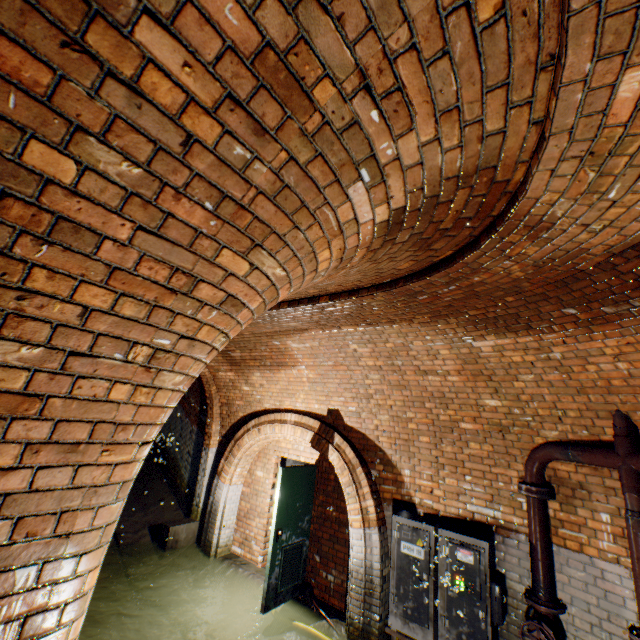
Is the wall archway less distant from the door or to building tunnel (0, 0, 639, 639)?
building tunnel (0, 0, 639, 639)

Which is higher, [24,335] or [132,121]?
[132,121]

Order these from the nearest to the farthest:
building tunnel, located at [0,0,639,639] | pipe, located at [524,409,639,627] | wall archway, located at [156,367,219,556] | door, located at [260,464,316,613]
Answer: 1. building tunnel, located at [0,0,639,639]
2. pipe, located at [524,409,639,627]
3. door, located at [260,464,316,613]
4. wall archway, located at [156,367,219,556]

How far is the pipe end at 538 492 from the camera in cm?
377

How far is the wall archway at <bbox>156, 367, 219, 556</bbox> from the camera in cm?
684

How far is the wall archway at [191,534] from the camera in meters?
6.8 m

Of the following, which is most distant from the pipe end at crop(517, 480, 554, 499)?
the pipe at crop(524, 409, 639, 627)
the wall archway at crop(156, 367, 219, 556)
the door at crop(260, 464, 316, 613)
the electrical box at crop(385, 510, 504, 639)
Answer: the wall archway at crop(156, 367, 219, 556)

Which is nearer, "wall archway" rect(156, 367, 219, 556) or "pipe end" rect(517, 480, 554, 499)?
"pipe end" rect(517, 480, 554, 499)
